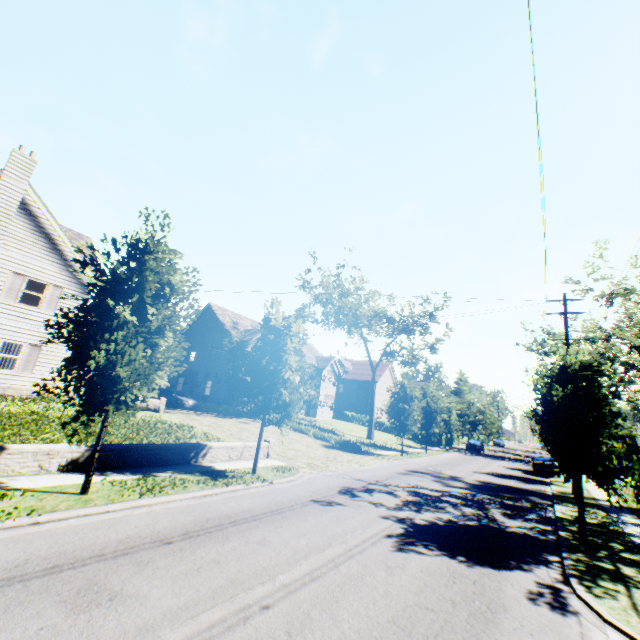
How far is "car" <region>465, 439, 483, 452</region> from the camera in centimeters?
4406cm

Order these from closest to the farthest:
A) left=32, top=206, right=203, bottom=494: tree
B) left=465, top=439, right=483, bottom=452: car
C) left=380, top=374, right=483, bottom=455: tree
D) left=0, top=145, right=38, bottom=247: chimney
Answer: left=32, top=206, right=203, bottom=494: tree < left=0, top=145, right=38, bottom=247: chimney < left=380, top=374, right=483, bottom=455: tree < left=465, top=439, right=483, bottom=452: car

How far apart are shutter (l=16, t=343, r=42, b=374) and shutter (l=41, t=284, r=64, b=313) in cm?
178

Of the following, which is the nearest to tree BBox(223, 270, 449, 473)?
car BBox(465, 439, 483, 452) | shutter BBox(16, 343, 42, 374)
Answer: car BBox(465, 439, 483, 452)

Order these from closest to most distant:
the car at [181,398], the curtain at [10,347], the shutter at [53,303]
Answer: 1. the curtain at [10,347]
2. the shutter at [53,303]
3. the car at [181,398]

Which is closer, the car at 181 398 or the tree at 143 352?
the tree at 143 352

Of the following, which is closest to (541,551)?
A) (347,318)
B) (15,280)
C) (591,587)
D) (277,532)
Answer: (591,587)

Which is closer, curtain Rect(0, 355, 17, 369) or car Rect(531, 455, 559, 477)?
curtain Rect(0, 355, 17, 369)
